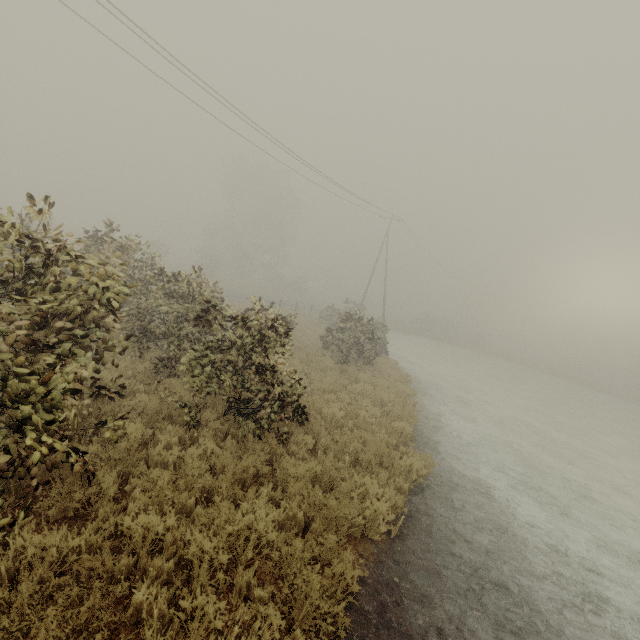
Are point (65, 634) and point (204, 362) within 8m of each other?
yes
